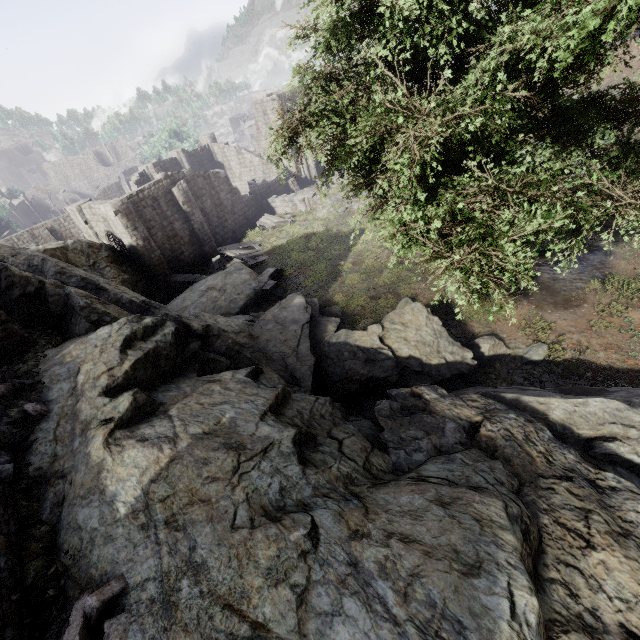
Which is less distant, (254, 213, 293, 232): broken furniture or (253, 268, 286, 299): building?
(253, 268, 286, 299): building

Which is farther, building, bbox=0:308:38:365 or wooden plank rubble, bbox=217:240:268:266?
wooden plank rubble, bbox=217:240:268:266

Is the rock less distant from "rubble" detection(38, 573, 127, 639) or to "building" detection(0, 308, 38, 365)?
"rubble" detection(38, 573, 127, 639)

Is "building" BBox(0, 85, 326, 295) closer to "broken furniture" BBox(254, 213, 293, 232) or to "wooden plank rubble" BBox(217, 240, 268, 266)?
"broken furniture" BBox(254, 213, 293, 232)

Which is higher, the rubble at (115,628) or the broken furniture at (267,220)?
the rubble at (115,628)

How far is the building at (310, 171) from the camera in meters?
39.2

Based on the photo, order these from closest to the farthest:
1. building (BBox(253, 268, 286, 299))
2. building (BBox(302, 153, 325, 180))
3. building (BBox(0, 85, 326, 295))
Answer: building (BBox(253, 268, 286, 299))
building (BBox(0, 85, 326, 295))
building (BBox(302, 153, 325, 180))

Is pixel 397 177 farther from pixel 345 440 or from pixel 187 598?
→ pixel 187 598
